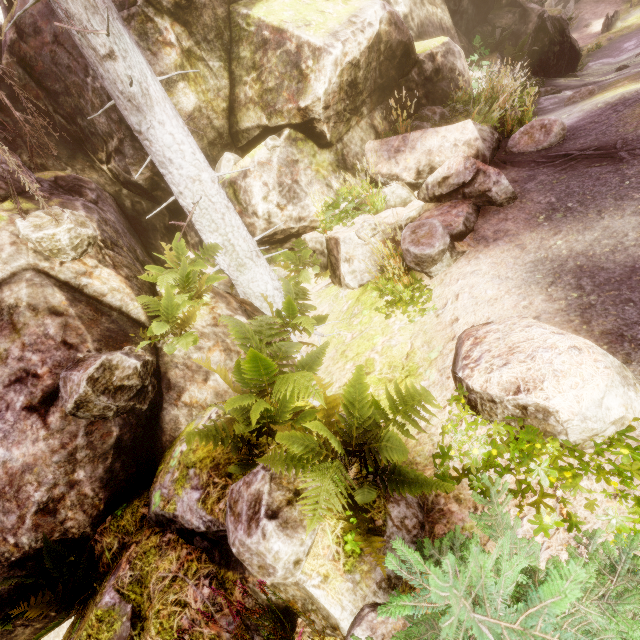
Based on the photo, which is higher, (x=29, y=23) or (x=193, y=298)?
(x=29, y=23)

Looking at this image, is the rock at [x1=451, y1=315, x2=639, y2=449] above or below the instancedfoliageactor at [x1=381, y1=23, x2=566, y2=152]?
below

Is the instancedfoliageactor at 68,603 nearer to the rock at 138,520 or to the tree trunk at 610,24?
the rock at 138,520

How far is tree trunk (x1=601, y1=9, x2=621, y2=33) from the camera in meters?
23.9

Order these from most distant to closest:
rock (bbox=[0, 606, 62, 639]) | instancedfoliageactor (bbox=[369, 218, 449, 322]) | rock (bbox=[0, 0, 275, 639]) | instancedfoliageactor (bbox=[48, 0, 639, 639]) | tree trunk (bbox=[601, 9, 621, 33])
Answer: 1. tree trunk (bbox=[601, 9, 621, 33])
2. instancedfoliageactor (bbox=[369, 218, 449, 322])
3. rock (bbox=[0, 606, 62, 639])
4. rock (bbox=[0, 0, 275, 639])
5. instancedfoliageactor (bbox=[48, 0, 639, 639])

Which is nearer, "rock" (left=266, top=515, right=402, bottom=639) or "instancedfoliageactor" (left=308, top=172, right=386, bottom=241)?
"rock" (left=266, top=515, right=402, bottom=639)

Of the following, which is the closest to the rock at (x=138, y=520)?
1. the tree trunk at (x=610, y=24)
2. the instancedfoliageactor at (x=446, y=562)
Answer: the instancedfoliageactor at (x=446, y=562)

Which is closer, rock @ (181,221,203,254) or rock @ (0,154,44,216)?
rock @ (0,154,44,216)
